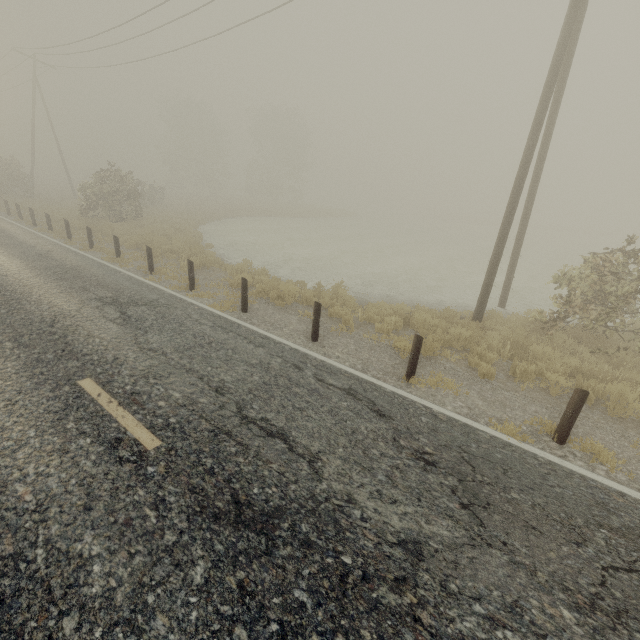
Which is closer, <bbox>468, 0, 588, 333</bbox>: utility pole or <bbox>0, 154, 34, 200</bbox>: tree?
<bbox>468, 0, 588, 333</bbox>: utility pole

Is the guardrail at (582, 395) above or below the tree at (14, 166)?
below

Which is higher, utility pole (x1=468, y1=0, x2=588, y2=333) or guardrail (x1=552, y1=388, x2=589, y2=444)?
utility pole (x1=468, y1=0, x2=588, y2=333)

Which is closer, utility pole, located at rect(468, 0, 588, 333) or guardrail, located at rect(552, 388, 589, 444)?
guardrail, located at rect(552, 388, 589, 444)

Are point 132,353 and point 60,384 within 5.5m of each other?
yes

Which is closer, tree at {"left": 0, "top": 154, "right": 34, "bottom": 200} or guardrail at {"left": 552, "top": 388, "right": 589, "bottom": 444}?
guardrail at {"left": 552, "top": 388, "right": 589, "bottom": 444}

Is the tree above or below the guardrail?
above

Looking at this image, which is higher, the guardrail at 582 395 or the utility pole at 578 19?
the utility pole at 578 19
